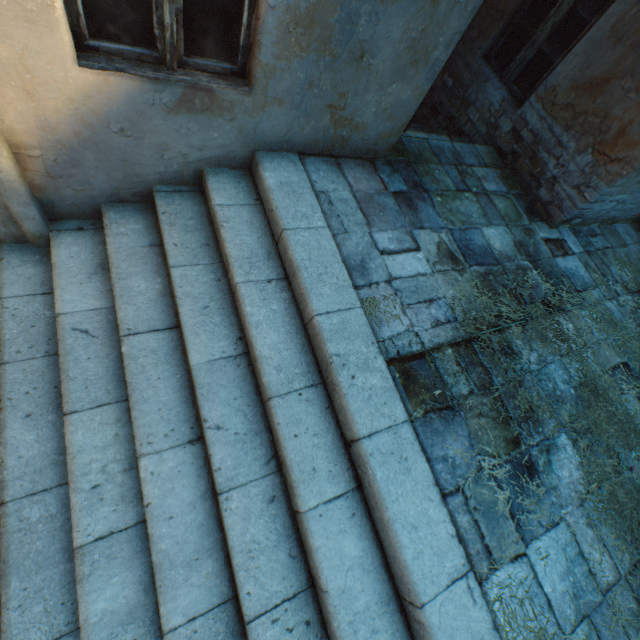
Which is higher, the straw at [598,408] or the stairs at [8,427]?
the straw at [598,408]

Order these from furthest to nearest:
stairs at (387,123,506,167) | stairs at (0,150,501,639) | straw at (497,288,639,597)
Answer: stairs at (387,123,506,167)
straw at (497,288,639,597)
stairs at (0,150,501,639)

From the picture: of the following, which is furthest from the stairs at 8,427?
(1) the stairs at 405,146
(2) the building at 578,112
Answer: (1) the stairs at 405,146

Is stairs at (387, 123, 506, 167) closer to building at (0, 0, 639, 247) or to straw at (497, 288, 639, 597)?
building at (0, 0, 639, 247)

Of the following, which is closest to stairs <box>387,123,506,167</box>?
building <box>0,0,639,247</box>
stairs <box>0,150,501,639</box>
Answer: building <box>0,0,639,247</box>

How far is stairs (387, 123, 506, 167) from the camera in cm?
351

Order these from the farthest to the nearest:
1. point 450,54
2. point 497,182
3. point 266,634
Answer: point 450,54 → point 497,182 → point 266,634

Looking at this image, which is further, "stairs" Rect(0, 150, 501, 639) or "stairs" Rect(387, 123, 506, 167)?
"stairs" Rect(387, 123, 506, 167)
